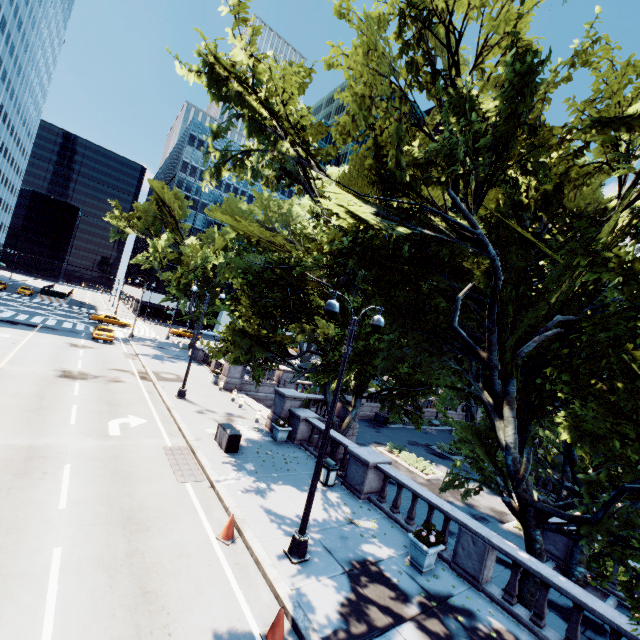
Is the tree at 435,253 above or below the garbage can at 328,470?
above

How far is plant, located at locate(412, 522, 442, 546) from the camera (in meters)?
9.64

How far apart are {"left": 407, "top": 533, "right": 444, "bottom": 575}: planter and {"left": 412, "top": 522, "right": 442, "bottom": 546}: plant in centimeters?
1cm

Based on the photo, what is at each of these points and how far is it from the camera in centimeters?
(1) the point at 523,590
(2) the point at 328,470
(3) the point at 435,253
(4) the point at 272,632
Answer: (1) tree, 993cm
(2) garbage can, 1362cm
(3) tree, 1426cm
(4) traffic cone, 659cm

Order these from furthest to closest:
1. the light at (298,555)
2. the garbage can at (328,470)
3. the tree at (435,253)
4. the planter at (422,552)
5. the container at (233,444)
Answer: the container at (233,444), the garbage can at (328,470), the planter at (422,552), the light at (298,555), the tree at (435,253)

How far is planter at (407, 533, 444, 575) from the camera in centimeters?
959cm

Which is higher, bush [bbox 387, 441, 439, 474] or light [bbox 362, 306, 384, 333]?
light [bbox 362, 306, 384, 333]

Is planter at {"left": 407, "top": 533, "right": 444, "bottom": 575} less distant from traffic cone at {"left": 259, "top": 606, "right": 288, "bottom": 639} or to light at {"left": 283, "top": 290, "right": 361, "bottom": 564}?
light at {"left": 283, "top": 290, "right": 361, "bottom": 564}
